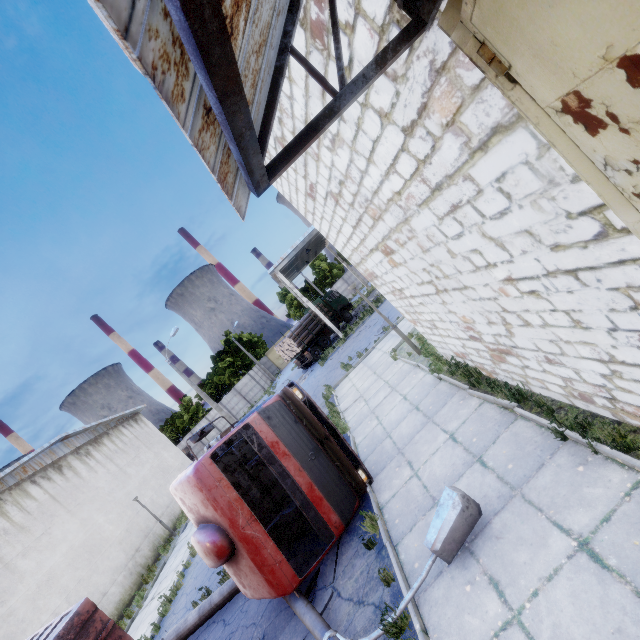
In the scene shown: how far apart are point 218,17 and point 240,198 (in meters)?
0.99

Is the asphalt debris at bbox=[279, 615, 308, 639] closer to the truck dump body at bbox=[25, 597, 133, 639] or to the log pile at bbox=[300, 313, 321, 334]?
the truck dump body at bbox=[25, 597, 133, 639]

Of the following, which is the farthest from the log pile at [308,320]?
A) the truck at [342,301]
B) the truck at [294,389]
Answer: the truck at [294,389]

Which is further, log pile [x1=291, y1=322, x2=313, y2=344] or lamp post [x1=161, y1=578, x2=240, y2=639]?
log pile [x1=291, y1=322, x2=313, y2=344]

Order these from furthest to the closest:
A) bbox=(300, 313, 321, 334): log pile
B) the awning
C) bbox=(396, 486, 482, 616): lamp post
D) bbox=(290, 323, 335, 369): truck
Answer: bbox=(300, 313, 321, 334): log pile < bbox=(290, 323, 335, 369): truck < bbox=(396, 486, 482, 616): lamp post < the awning

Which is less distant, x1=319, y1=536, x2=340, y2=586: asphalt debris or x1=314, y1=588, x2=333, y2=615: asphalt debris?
x1=314, y1=588, x2=333, y2=615: asphalt debris

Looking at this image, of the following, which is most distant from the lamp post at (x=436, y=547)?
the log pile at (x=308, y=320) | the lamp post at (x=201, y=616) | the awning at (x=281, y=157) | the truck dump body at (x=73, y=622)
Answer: the log pile at (x=308, y=320)

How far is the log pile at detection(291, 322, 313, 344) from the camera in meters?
27.8 m
